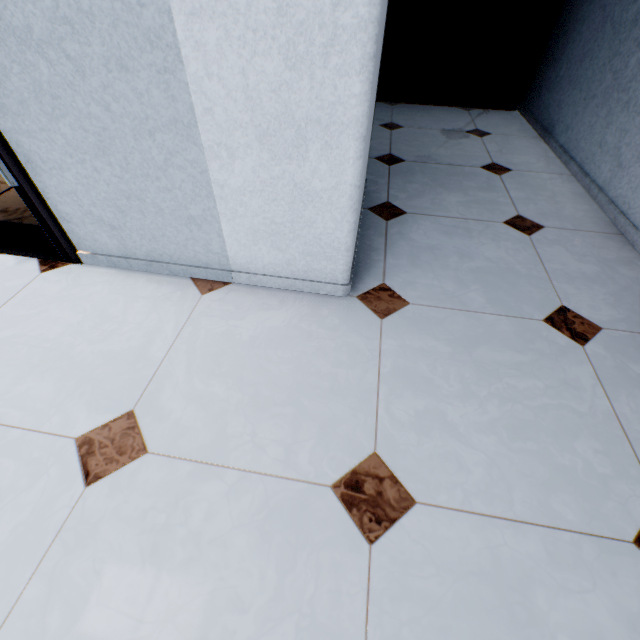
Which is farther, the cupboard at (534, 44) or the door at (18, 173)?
the cupboard at (534, 44)

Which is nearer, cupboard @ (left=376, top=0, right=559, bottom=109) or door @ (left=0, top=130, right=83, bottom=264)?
door @ (left=0, top=130, right=83, bottom=264)

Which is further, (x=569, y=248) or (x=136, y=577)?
(x=569, y=248)
